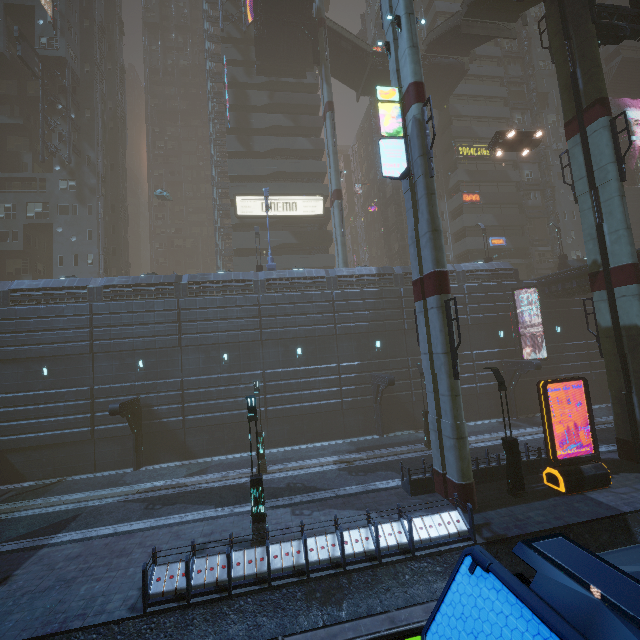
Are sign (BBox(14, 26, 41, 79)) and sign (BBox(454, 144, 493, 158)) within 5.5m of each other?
no

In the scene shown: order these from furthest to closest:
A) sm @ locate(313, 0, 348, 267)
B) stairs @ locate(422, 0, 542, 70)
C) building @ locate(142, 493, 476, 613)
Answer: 1. sm @ locate(313, 0, 348, 267)
2. stairs @ locate(422, 0, 542, 70)
3. building @ locate(142, 493, 476, 613)

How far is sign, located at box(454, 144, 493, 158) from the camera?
41.0m

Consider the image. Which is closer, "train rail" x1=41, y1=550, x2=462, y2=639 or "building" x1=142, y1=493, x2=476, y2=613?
"train rail" x1=41, y1=550, x2=462, y2=639

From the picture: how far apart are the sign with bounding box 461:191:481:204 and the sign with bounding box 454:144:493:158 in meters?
4.3 m

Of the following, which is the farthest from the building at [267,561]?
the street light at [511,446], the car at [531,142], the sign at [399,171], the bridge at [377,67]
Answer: the car at [531,142]

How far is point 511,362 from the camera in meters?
27.1

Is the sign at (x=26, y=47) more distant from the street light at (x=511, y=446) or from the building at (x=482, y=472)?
the street light at (x=511, y=446)
